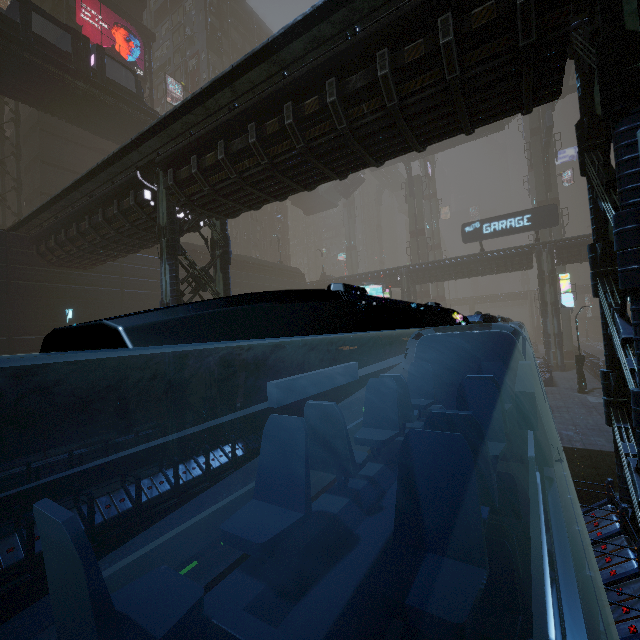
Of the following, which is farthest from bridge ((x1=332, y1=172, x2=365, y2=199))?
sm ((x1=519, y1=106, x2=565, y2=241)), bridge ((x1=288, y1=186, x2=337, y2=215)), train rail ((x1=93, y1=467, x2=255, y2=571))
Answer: train rail ((x1=93, y1=467, x2=255, y2=571))

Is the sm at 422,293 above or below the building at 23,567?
above

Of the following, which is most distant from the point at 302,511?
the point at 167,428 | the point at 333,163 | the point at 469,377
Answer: the point at 167,428

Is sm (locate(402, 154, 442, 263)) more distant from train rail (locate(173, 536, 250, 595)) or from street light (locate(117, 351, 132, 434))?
street light (locate(117, 351, 132, 434))

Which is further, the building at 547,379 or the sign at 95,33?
the sign at 95,33

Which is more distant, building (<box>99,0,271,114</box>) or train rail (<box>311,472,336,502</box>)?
building (<box>99,0,271,114</box>)

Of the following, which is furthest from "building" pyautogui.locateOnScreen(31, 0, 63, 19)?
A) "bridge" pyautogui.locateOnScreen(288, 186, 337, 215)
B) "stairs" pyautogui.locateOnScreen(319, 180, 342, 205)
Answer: "stairs" pyautogui.locateOnScreen(319, 180, 342, 205)

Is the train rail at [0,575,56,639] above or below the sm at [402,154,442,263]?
below
